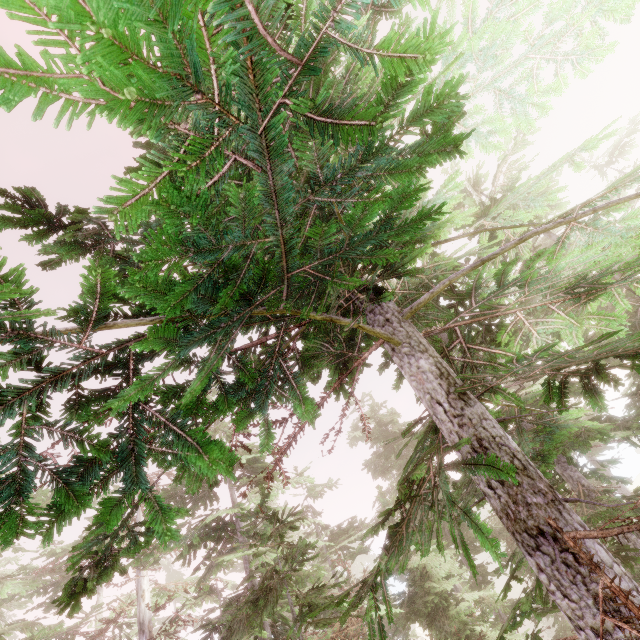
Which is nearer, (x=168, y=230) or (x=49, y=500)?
(x=168, y=230)
